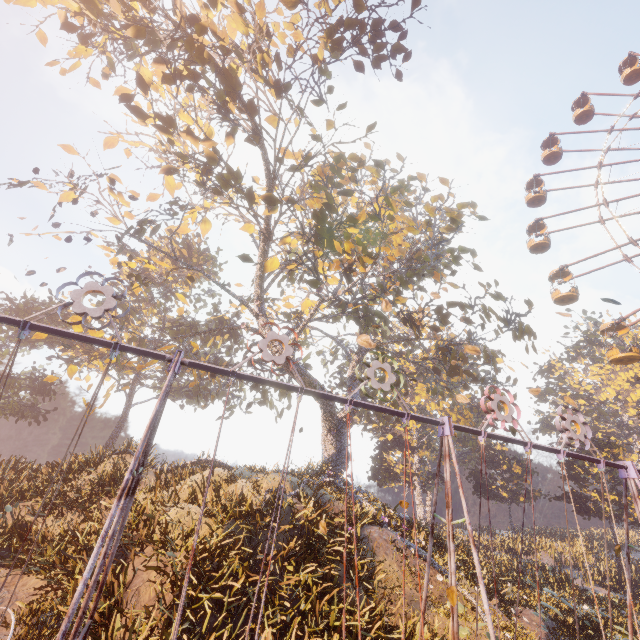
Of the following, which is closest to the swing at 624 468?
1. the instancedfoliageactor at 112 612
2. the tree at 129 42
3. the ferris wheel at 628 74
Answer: the instancedfoliageactor at 112 612

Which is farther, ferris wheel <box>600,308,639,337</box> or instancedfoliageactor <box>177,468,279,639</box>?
ferris wheel <box>600,308,639,337</box>

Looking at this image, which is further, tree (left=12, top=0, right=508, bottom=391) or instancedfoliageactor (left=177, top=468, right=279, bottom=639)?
tree (left=12, top=0, right=508, bottom=391)

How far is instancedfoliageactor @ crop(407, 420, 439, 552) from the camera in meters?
18.6

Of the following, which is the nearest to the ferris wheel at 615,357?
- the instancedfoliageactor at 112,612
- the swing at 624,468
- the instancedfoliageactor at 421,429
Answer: the swing at 624,468

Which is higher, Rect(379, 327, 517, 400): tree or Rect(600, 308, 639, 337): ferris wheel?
Rect(600, 308, 639, 337): ferris wheel

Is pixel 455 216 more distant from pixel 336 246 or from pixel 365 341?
pixel 365 341

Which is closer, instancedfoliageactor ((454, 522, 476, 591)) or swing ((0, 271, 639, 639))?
swing ((0, 271, 639, 639))
